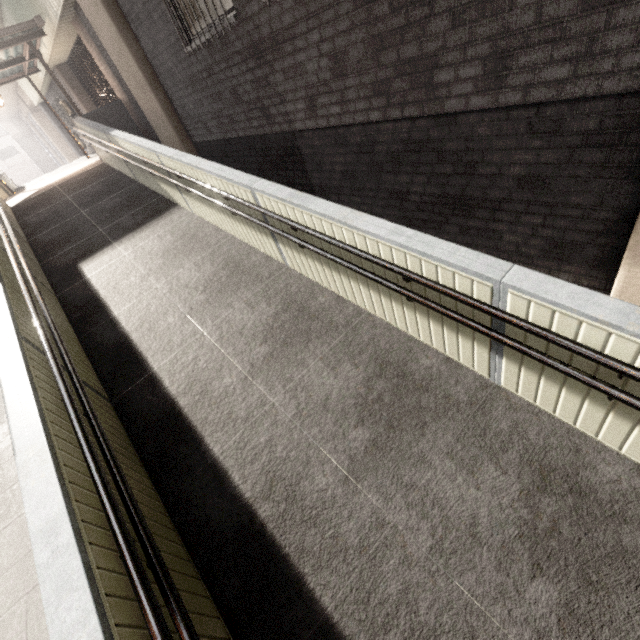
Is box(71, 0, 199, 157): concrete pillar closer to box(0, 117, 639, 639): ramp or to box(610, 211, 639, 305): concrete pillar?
box(0, 117, 639, 639): ramp

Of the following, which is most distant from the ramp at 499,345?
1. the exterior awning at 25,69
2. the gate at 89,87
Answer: the gate at 89,87

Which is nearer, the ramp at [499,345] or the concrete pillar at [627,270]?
the ramp at [499,345]

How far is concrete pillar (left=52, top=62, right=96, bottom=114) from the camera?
12.5m

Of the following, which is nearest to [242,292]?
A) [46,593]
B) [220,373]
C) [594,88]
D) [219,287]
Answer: [219,287]

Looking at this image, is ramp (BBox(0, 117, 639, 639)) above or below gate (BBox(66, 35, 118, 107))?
below

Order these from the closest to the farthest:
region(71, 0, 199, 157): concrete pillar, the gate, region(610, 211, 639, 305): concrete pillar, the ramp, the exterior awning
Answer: the ramp, region(610, 211, 639, 305): concrete pillar, region(71, 0, 199, 157): concrete pillar, the exterior awning, the gate

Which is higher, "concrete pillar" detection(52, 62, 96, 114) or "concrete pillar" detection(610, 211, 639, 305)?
"concrete pillar" detection(52, 62, 96, 114)
